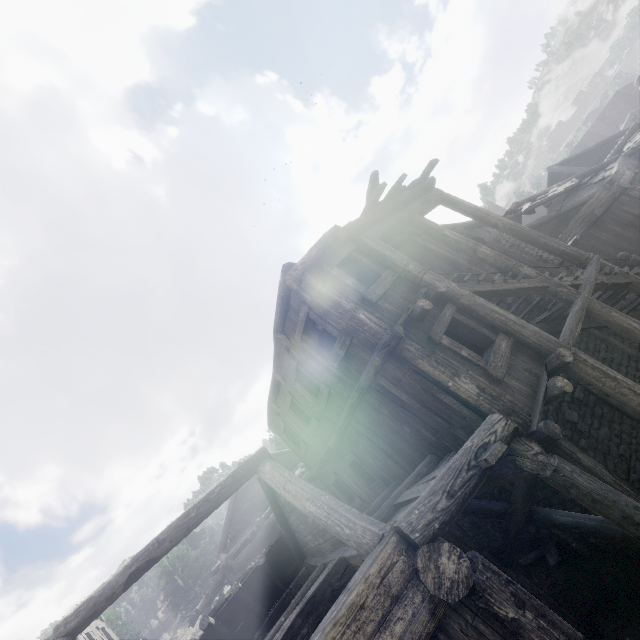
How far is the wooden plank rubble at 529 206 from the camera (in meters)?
15.92

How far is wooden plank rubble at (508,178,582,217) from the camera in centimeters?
1592cm

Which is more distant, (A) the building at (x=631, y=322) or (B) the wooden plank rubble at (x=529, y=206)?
(B) the wooden plank rubble at (x=529, y=206)

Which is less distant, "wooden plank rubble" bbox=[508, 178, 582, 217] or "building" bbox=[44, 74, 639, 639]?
"building" bbox=[44, 74, 639, 639]

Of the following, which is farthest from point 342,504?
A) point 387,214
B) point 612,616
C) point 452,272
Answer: point 452,272
